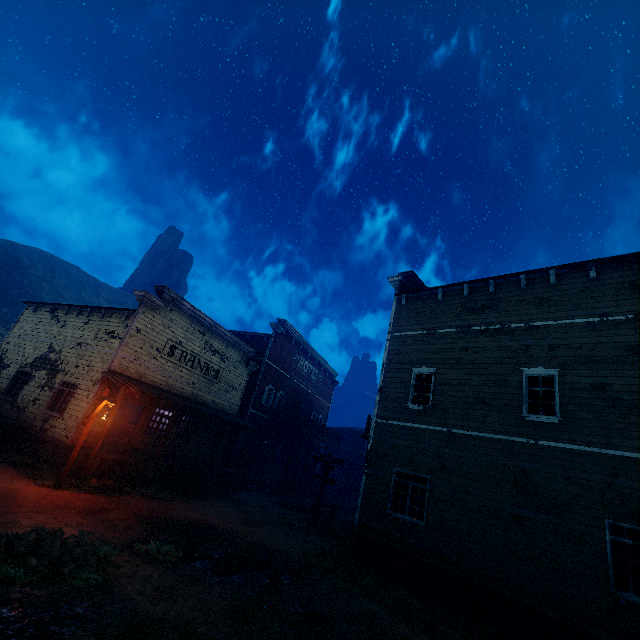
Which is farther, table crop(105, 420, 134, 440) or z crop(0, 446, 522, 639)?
table crop(105, 420, 134, 440)

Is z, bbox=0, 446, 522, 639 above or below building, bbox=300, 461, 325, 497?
below

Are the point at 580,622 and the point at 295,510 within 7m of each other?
no

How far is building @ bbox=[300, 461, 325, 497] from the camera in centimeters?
2680cm

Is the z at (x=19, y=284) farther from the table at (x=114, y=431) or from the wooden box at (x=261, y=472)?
the table at (x=114, y=431)

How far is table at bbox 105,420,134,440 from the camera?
19.8 meters

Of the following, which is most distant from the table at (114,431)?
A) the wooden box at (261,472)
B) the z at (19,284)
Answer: the wooden box at (261,472)

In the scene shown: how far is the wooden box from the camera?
22.08m
